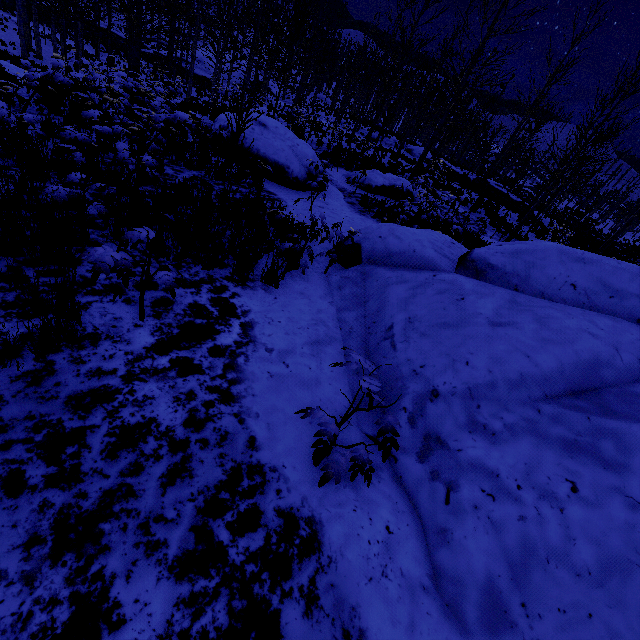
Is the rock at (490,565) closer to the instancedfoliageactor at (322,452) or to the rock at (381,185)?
the instancedfoliageactor at (322,452)

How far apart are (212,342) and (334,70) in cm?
5268

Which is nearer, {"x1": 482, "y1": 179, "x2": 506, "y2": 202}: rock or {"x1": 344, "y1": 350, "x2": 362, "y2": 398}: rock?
{"x1": 344, "y1": 350, "x2": 362, "y2": 398}: rock

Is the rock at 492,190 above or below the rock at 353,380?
above

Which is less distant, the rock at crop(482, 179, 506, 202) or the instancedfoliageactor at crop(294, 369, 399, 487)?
the instancedfoliageactor at crop(294, 369, 399, 487)

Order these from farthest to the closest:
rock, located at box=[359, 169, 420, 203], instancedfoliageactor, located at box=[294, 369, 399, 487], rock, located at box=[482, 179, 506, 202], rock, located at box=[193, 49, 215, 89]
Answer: rock, located at box=[193, 49, 215, 89] < rock, located at box=[482, 179, 506, 202] < rock, located at box=[359, 169, 420, 203] < instancedfoliageactor, located at box=[294, 369, 399, 487]

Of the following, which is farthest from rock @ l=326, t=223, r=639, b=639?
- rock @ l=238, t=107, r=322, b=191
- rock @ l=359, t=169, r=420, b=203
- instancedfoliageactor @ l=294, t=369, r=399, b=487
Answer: rock @ l=359, t=169, r=420, b=203

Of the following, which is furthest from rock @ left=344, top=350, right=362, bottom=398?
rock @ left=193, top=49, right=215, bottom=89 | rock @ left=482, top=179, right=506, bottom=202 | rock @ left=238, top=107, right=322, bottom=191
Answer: rock @ left=193, top=49, right=215, bottom=89
